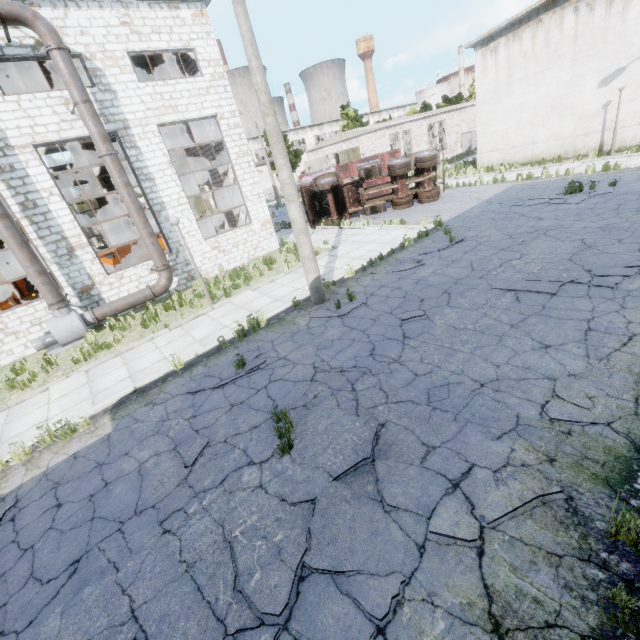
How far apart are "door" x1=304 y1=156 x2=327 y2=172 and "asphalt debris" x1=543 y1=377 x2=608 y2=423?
37.9m

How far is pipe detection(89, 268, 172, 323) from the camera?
12.9 meters

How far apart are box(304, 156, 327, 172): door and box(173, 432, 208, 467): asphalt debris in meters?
37.4

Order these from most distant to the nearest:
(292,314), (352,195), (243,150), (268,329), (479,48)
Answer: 1. (479,48)
2. (352,195)
3. (243,150)
4. (292,314)
5. (268,329)

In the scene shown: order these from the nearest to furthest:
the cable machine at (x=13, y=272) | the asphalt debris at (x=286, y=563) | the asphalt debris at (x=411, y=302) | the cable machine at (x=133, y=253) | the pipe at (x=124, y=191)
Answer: the asphalt debris at (x=286, y=563)
the asphalt debris at (x=411, y=302)
the pipe at (x=124, y=191)
the cable machine at (x=133, y=253)
the cable machine at (x=13, y=272)

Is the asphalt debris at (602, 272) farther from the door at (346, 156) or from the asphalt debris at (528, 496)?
the door at (346, 156)

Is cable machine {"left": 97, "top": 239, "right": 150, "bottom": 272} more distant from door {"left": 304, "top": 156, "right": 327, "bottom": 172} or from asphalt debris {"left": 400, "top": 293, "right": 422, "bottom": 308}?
door {"left": 304, "top": 156, "right": 327, "bottom": 172}

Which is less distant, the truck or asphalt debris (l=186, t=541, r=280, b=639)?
asphalt debris (l=186, t=541, r=280, b=639)
